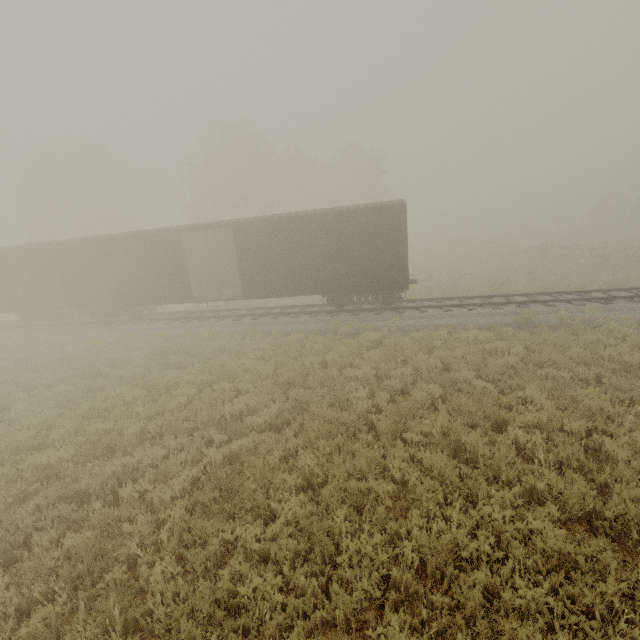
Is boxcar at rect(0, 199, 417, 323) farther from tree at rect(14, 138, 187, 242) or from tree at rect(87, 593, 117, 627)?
tree at rect(14, 138, 187, 242)

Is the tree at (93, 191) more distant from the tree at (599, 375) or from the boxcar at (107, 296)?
the boxcar at (107, 296)

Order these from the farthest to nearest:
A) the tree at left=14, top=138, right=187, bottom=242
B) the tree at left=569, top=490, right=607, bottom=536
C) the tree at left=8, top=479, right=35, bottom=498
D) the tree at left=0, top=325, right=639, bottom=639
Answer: the tree at left=14, top=138, right=187, bottom=242, the tree at left=8, top=479, right=35, bottom=498, the tree at left=569, top=490, right=607, bottom=536, the tree at left=0, top=325, right=639, bottom=639

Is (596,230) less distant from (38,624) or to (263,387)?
(263,387)

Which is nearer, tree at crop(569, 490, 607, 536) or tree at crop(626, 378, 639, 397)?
tree at crop(569, 490, 607, 536)

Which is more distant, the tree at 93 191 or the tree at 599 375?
the tree at 93 191
